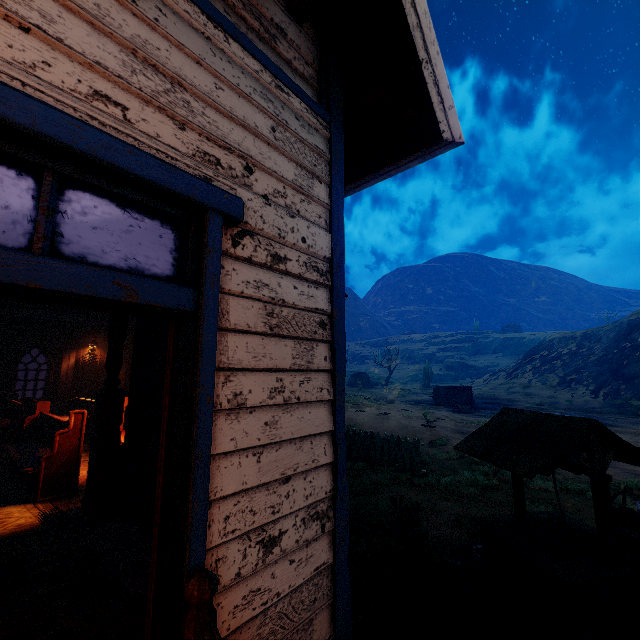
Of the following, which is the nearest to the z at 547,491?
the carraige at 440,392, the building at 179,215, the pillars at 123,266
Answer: the building at 179,215

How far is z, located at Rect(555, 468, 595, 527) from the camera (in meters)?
6.53

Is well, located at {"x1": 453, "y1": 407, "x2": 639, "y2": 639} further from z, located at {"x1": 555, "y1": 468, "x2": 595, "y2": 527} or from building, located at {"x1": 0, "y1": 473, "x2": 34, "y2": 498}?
building, located at {"x1": 0, "y1": 473, "x2": 34, "y2": 498}

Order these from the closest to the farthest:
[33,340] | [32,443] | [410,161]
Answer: [410,161]
[32,443]
[33,340]

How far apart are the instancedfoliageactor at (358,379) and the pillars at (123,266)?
40.49m

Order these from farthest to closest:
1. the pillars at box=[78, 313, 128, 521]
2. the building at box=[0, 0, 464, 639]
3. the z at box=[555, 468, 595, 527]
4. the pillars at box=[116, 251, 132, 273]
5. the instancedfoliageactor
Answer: the instancedfoliageactor
the z at box=[555, 468, 595, 527]
the pillars at box=[116, 251, 132, 273]
the pillars at box=[78, 313, 128, 521]
the building at box=[0, 0, 464, 639]

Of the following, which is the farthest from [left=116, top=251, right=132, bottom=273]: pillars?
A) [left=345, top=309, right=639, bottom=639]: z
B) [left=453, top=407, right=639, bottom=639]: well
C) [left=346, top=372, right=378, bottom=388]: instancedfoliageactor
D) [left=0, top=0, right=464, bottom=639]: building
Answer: [left=346, top=372, right=378, bottom=388]: instancedfoliageactor

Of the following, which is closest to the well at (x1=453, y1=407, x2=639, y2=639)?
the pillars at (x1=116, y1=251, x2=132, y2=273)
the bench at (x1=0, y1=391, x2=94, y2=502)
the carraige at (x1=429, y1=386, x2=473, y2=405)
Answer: the pillars at (x1=116, y1=251, x2=132, y2=273)
